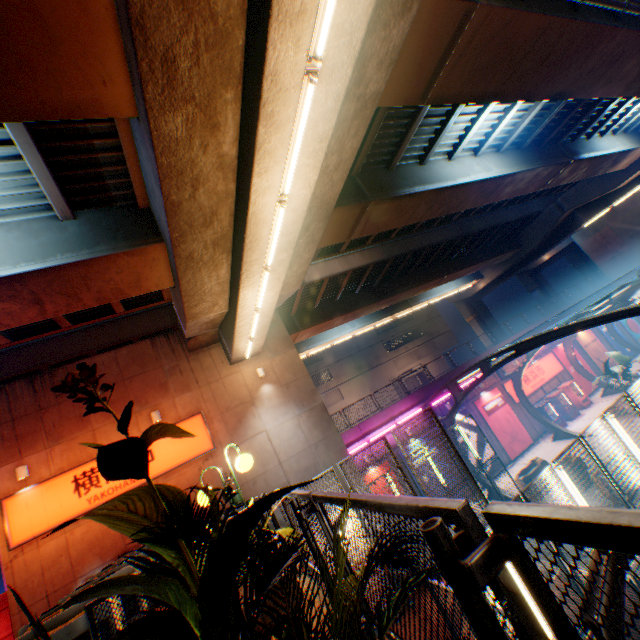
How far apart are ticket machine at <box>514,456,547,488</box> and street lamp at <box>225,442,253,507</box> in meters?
15.8

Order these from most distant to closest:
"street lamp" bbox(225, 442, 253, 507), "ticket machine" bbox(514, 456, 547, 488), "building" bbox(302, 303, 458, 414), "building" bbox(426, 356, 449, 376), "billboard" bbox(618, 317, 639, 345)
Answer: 1. "building" bbox(426, 356, 449, 376)
2. "building" bbox(302, 303, 458, 414)
3. "billboard" bbox(618, 317, 639, 345)
4. "ticket machine" bbox(514, 456, 547, 488)
5. "street lamp" bbox(225, 442, 253, 507)

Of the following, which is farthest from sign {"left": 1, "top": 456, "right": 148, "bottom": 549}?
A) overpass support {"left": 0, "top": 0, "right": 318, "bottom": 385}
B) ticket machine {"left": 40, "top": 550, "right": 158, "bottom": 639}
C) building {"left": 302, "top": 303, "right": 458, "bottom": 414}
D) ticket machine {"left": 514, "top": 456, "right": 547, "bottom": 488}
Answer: building {"left": 302, "top": 303, "right": 458, "bottom": 414}

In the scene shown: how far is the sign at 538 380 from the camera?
24.7m

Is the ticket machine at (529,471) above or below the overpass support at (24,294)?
below

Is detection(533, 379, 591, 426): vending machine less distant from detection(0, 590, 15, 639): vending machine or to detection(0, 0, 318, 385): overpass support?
detection(0, 0, 318, 385): overpass support

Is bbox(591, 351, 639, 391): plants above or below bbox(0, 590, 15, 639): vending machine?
below

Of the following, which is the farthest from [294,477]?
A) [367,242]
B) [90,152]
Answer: [90,152]
